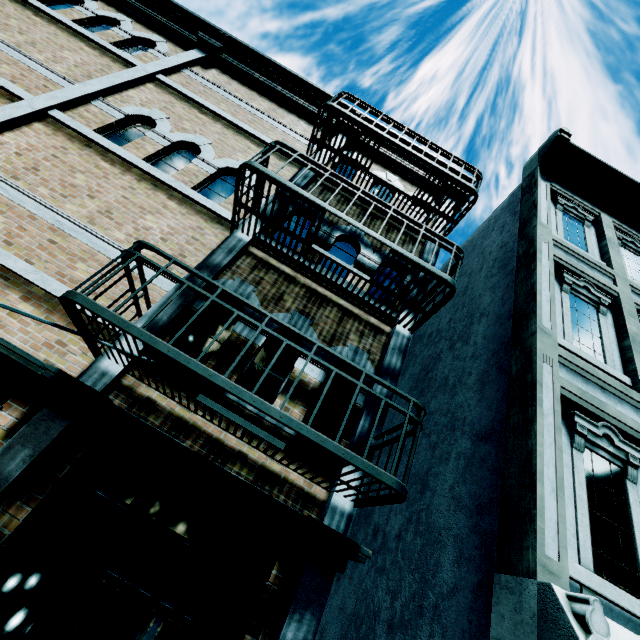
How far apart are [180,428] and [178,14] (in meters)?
10.42
